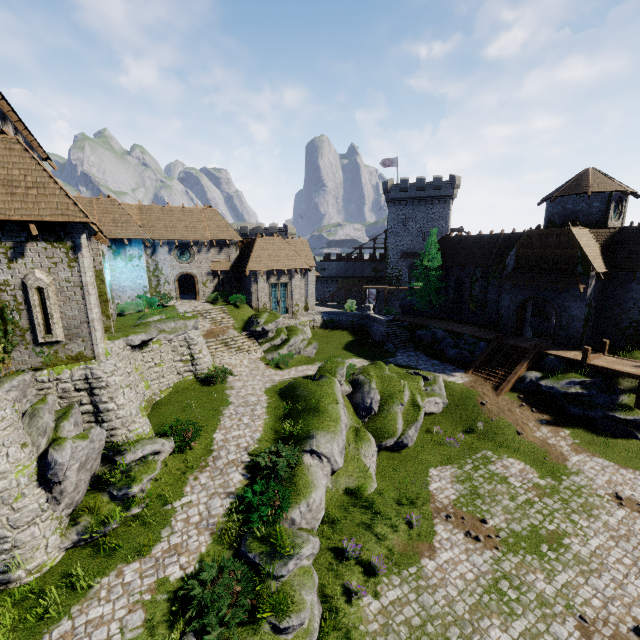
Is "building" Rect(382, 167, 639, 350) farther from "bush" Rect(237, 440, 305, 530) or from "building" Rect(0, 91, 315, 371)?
"bush" Rect(237, 440, 305, 530)

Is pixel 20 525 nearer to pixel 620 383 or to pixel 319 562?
pixel 319 562

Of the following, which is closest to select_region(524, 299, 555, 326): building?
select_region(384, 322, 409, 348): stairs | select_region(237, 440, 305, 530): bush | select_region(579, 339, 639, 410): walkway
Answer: select_region(579, 339, 639, 410): walkway

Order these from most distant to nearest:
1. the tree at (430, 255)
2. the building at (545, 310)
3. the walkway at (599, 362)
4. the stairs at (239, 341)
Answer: the tree at (430, 255)
the building at (545, 310)
the stairs at (239, 341)
the walkway at (599, 362)

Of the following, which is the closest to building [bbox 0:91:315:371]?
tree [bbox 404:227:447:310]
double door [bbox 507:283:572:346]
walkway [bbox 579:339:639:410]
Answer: tree [bbox 404:227:447:310]

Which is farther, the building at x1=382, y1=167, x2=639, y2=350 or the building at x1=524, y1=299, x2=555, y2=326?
the building at x1=524, y1=299, x2=555, y2=326

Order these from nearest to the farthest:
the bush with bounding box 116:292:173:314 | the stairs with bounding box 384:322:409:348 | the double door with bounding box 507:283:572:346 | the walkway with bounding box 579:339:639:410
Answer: the walkway with bounding box 579:339:639:410 < the double door with bounding box 507:283:572:346 < the bush with bounding box 116:292:173:314 < the stairs with bounding box 384:322:409:348

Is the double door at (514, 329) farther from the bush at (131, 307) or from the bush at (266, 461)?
the bush at (131, 307)
